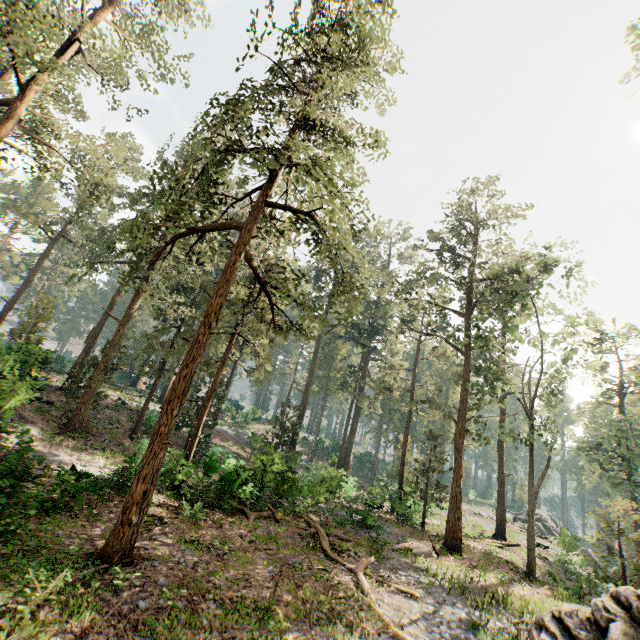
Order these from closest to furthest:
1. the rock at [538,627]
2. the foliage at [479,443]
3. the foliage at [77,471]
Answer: the rock at [538,627] < the foliage at [77,471] < the foliage at [479,443]

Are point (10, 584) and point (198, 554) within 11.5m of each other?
yes

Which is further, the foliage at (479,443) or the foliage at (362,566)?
the foliage at (479,443)

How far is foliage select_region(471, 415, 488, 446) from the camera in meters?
21.9 m

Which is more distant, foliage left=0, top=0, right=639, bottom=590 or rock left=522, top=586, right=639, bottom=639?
foliage left=0, top=0, right=639, bottom=590

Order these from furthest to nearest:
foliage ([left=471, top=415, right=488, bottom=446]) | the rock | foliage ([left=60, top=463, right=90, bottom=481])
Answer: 1. foliage ([left=471, top=415, right=488, bottom=446])
2. foliage ([left=60, top=463, right=90, bottom=481])
3. the rock

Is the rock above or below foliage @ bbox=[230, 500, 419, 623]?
above
